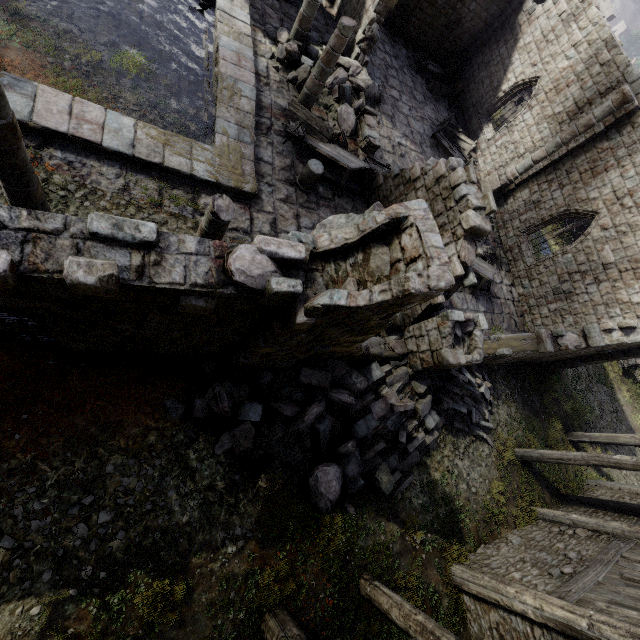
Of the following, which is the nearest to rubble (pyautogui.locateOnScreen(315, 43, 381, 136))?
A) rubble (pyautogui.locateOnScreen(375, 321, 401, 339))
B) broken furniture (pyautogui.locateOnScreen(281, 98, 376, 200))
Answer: broken furniture (pyautogui.locateOnScreen(281, 98, 376, 200))

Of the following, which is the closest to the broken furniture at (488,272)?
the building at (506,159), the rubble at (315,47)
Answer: the building at (506,159)

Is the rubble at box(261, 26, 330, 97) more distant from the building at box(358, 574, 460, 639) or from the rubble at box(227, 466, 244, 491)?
the rubble at box(227, 466, 244, 491)

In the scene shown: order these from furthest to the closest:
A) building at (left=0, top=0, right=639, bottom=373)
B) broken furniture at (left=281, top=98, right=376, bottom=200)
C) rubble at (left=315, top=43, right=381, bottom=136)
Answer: rubble at (left=315, top=43, right=381, bottom=136), broken furniture at (left=281, top=98, right=376, bottom=200), building at (left=0, top=0, right=639, bottom=373)

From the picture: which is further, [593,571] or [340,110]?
[340,110]

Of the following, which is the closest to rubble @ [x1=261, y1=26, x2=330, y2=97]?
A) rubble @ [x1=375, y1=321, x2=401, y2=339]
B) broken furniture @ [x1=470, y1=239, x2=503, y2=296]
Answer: broken furniture @ [x1=470, y1=239, x2=503, y2=296]

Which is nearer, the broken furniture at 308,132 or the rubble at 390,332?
the rubble at 390,332

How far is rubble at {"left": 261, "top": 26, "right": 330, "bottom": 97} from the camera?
12.5m
